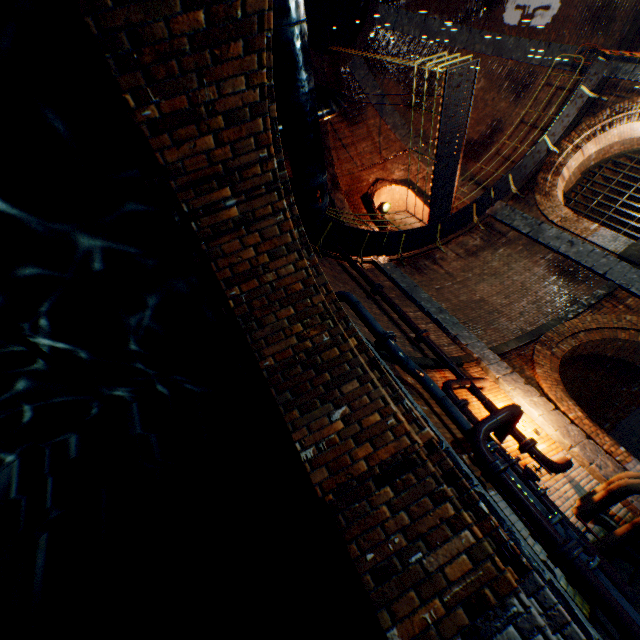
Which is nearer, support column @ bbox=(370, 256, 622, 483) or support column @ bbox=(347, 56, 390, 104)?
support column @ bbox=(370, 256, 622, 483)

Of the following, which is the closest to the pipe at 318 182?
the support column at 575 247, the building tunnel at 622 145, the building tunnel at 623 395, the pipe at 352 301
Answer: the pipe at 352 301

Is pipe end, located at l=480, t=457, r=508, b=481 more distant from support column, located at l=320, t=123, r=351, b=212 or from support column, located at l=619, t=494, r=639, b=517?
support column, located at l=320, t=123, r=351, b=212

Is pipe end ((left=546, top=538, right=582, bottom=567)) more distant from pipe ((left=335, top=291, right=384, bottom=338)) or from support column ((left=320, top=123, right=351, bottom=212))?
support column ((left=320, top=123, right=351, bottom=212))

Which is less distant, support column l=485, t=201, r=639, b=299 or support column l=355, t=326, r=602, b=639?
support column l=355, t=326, r=602, b=639

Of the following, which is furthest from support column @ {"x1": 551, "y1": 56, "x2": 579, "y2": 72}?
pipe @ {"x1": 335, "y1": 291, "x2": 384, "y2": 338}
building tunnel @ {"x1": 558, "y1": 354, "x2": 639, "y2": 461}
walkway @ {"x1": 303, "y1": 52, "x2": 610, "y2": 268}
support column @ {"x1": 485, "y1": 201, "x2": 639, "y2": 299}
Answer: building tunnel @ {"x1": 558, "y1": 354, "x2": 639, "y2": 461}

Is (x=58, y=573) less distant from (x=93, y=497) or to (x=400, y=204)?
(x=93, y=497)

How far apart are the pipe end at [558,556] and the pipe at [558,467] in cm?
212
